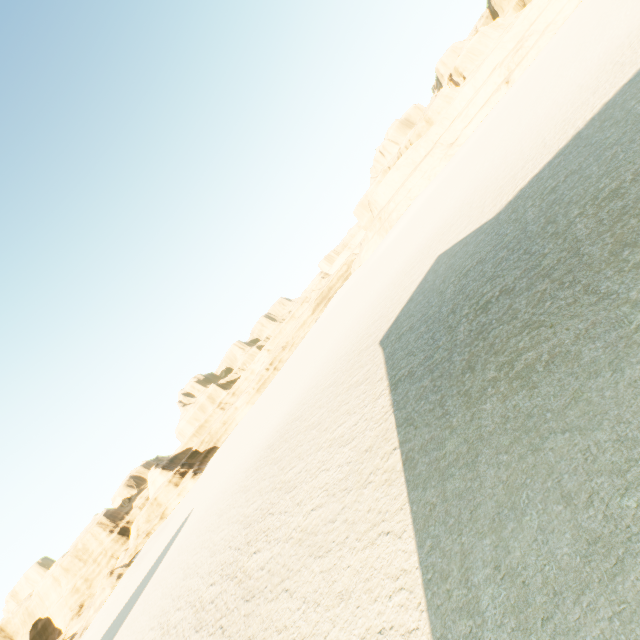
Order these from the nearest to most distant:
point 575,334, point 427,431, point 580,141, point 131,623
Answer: point 575,334
point 427,431
point 580,141
point 131,623
